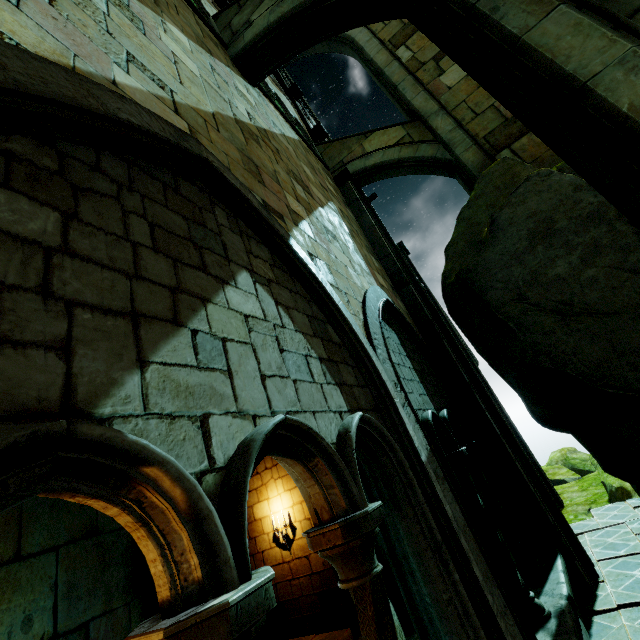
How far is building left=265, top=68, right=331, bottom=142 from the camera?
11.0m

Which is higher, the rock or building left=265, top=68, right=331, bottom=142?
building left=265, top=68, right=331, bottom=142

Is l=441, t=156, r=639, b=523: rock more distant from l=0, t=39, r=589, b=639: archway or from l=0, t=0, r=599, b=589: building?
l=0, t=39, r=589, b=639: archway

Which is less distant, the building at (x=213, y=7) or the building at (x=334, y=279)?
the building at (x=334, y=279)

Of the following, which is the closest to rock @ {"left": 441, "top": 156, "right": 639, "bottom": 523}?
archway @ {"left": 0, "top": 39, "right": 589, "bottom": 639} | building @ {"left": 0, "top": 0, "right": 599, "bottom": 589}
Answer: building @ {"left": 0, "top": 0, "right": 599, "bottom": 589}

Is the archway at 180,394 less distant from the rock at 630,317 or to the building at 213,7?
the building at 213,7

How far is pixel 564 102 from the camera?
3.0 meters
